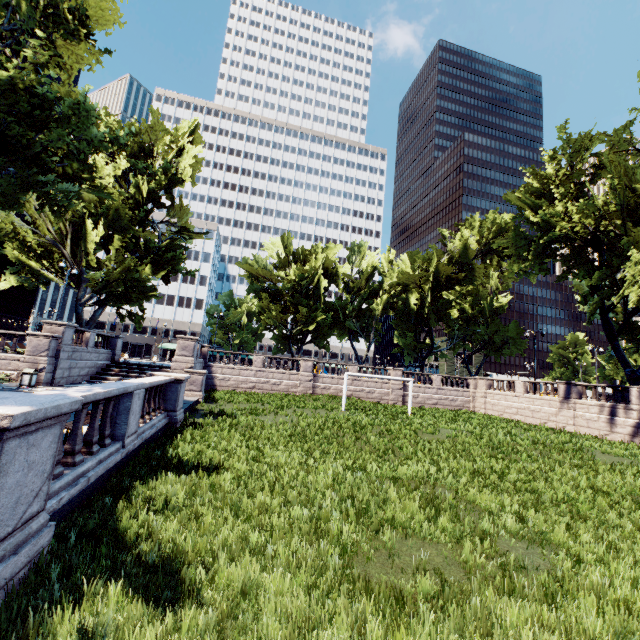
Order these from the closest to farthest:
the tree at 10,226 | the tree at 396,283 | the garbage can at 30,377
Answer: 1. the tree at 10,226
2. the garbage can at 30,377
3. the tree at 396,283

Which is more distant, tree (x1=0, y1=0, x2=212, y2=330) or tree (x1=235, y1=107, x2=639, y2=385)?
tree (x1=235, y1=107, x2=639, y2=385)

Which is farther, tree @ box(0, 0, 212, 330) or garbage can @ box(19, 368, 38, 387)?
garbage can @ box(19, 368, 38, 387)

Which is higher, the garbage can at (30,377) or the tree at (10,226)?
the tree at (10,226)

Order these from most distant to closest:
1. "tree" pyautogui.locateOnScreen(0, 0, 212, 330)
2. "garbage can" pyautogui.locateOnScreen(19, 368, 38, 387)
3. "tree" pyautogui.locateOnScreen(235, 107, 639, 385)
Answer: "tree" pyautogui.locateOnScreen(235, 107, 639, 385) < "garbage can" pyautogui.locateOnScreen(19, 368, 38, 387) < "tree" pyautogui.locateOnScreen(0, 0, 212, 330)

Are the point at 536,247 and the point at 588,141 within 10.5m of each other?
yes

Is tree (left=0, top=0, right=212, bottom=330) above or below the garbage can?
above
